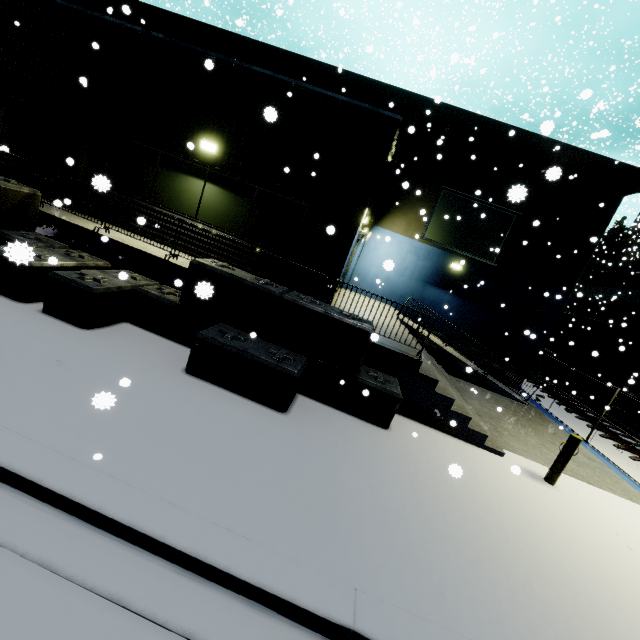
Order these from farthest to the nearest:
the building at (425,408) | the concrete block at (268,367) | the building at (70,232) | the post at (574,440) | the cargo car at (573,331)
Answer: the cargo car at (573,331) < the building at (425,408) < the building at (70,232) < the post at (574,440) < the concrete block at (268,367)

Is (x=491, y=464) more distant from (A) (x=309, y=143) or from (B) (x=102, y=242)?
(B) (x=102, y=242)

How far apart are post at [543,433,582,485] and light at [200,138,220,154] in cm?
1070

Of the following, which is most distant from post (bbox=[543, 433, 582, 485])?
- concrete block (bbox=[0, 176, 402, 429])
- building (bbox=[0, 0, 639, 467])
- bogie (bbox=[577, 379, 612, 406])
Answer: bogie (bbox=[577, 379, 612, 406])

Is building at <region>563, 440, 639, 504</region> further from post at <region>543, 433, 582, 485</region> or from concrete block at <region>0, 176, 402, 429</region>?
post at <region>543, 433, 582, 485</region>

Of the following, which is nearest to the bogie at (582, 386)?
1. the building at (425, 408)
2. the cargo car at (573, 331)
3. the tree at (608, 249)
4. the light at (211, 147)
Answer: the cargo car at (573, 331)

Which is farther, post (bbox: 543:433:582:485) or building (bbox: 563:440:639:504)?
building (bbox: 563:440:639:504)

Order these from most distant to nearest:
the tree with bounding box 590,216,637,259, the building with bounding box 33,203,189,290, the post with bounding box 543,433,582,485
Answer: the tree with bounding box 590,216,637,259 → the building with bounding box 33,203,189,290 → the post with bounding box 543,433,582,485
